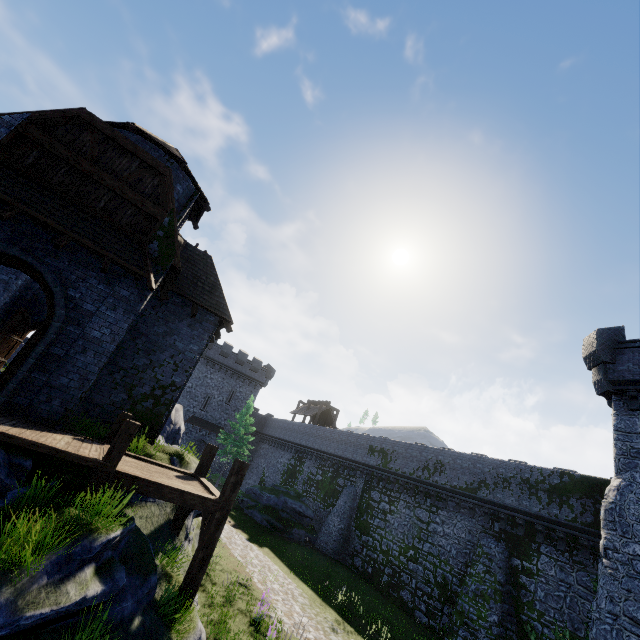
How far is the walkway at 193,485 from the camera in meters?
7.2 m

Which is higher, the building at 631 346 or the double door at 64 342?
the building at 631 346

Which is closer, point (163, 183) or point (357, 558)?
point (163, 183)

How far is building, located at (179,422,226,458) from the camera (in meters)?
42.12

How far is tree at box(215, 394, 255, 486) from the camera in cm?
3656

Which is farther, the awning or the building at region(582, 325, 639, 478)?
the building at region(582, 325, 639, 478)

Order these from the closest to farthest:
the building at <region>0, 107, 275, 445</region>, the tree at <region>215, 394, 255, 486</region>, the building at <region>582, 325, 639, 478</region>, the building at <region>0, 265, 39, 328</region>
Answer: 1. the building at <region>0, 107, 275, 445</region>
2. the building at <region>582, 325, 639, 478</region>
3. the building at <region>0, 265, 39, 328</region>
4. the tree at <region>215, 394, 255, 486</region>

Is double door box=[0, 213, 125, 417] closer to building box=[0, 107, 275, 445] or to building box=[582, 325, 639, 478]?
building box=[0, 107, 275, 445]
